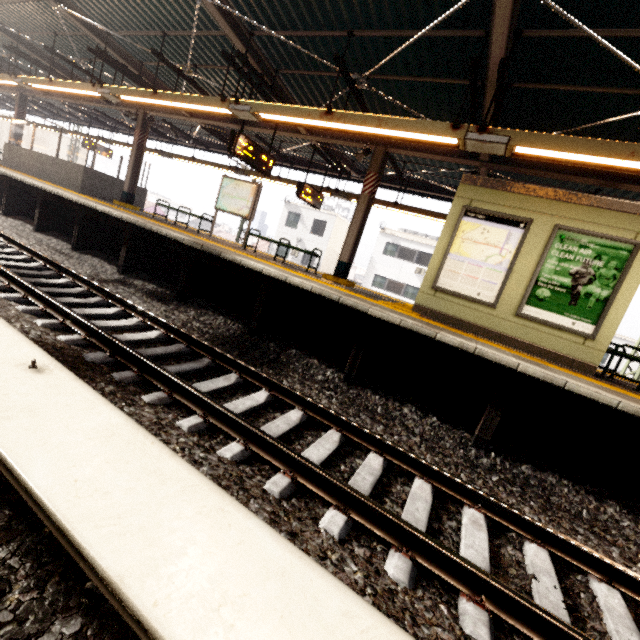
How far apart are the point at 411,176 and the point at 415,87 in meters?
4.2

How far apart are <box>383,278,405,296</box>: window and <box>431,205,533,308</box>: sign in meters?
21.7 m

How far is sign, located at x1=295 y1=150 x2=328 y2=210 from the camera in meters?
10.4 m

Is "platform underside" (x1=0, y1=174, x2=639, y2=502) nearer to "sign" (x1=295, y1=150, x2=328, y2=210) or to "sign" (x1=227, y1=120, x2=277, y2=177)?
"sign" (x1=227, y1=120, x2=277, y2=177)

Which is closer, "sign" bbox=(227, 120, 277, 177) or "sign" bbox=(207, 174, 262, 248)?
"sign" bbox=(227, 120, 277, 177)

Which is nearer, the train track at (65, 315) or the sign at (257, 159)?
the train track at (65, 315)

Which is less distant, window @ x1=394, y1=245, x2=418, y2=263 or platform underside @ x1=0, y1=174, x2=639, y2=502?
platform underside @ x1=0, y1=174, x2=639, y2=502

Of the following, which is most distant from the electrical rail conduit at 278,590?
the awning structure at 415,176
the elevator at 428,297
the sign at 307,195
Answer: the sign at 307,195
